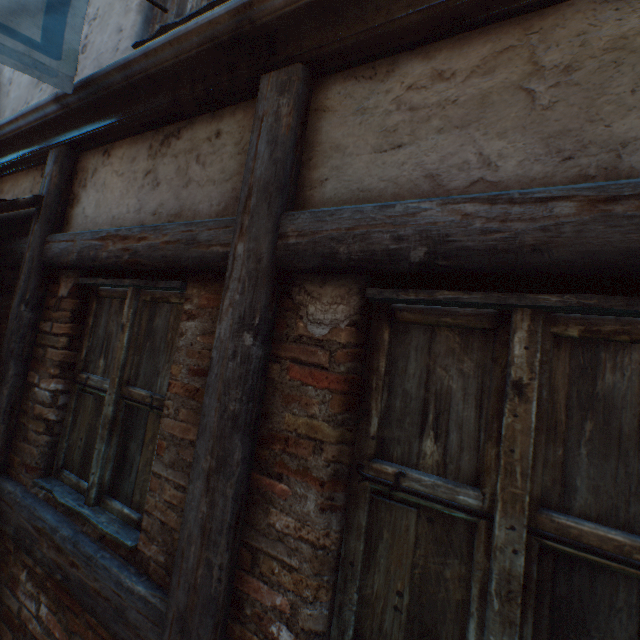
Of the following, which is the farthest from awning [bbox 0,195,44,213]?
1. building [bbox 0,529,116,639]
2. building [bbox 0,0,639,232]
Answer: building [bbox 0,529,116,639]

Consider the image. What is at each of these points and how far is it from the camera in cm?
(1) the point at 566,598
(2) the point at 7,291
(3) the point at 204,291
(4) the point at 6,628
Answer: (1) building, 88
(2) building, 260
(3) building, 155
(4) building, 187

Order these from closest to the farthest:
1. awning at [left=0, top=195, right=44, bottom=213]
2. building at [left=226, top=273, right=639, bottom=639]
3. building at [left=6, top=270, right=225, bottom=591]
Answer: building at [left=226, top=273, right=639, bottom=639] → building at [left=6, top=270, right=225, bottom=591] → awning at [left=0, top=195, right=44, bottom=213]

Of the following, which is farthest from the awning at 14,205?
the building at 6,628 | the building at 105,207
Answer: the building at 6,628

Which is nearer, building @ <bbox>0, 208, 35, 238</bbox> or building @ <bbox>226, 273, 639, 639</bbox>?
building @ <bbox>226, 273, 639, 639</bbox>

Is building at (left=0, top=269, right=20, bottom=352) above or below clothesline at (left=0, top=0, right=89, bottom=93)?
below

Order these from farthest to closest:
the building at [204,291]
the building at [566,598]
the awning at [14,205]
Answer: the awning at [14,205] < the building at [204,291] < the building at [566,598]

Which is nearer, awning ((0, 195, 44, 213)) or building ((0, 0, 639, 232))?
building ((0, 0, 639, 232))
